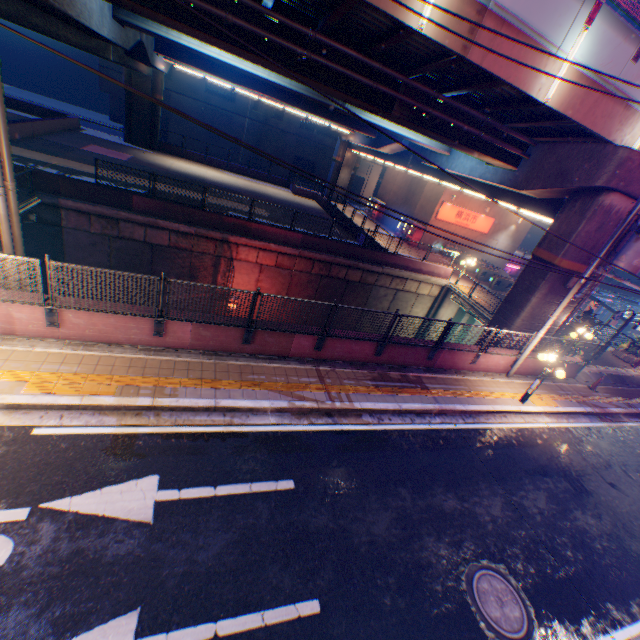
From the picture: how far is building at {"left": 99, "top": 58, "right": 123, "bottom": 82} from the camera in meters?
36.3 m

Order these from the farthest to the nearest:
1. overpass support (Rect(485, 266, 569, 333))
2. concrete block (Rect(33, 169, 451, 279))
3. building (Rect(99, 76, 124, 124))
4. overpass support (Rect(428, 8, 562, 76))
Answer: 1. building (Rect(99, 76, 124, 124))
2. concrete block (Rect(33, 169, 451, 279))
3. overpass support (Rect(485, 266, 569, 333))
4. overpass support (Rect(428, 8, 562, 76))

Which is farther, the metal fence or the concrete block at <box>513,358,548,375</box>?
the concrete block at <box>513,358,548,375</box>

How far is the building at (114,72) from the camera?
36.3m

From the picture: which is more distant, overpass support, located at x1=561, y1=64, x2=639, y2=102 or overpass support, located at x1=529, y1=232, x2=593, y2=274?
overpass support, located at x1=529, y1=232, x2=593, y2=274

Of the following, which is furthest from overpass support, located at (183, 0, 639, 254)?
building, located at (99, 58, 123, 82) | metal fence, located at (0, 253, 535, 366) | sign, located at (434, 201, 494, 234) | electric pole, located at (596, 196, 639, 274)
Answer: building, located at (99, 58, 123, 82)

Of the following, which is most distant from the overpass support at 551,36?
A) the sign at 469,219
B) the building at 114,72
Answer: the building at 114,72

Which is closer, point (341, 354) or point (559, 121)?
point (341, 354)
